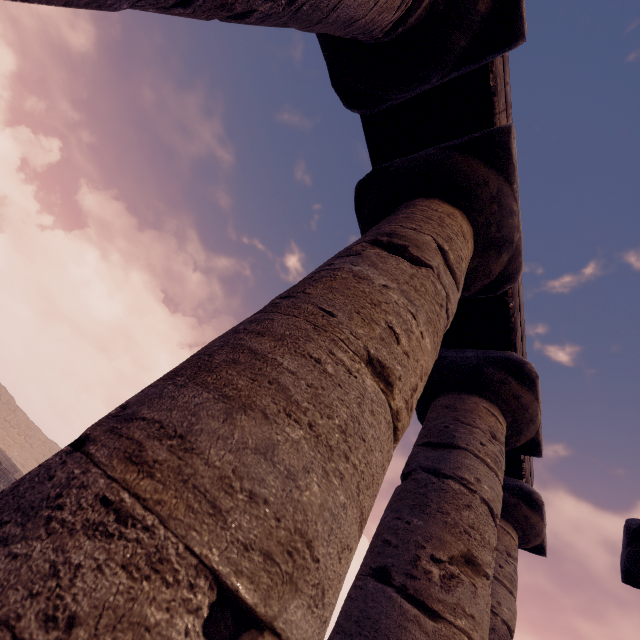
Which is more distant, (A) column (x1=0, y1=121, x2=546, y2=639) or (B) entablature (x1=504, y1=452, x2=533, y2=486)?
(B) entablature (x1=504, y1=452, x2=533, y2=486)

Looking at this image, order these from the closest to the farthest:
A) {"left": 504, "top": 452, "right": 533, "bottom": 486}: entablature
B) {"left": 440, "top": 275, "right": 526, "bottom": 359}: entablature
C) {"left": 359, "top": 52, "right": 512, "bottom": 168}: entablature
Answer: {"left": 359, "top": 52, "right": 512, "bottom": 168}: entablature, {"left": 440, "top": 275, "right": 526, "bottom": 359}: entablature, {"left": 504, "top": 452, "right": 533, "bottom": 486}: entablature

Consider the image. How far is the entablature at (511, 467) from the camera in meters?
4.1 m

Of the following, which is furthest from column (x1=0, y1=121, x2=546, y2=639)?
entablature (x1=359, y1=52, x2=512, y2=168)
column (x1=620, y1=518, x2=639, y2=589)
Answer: column (x1=620, y1=518, x2=639, y2=589)

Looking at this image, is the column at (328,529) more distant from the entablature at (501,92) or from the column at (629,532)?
the column at (629,532)

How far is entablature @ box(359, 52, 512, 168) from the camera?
2.4 meters

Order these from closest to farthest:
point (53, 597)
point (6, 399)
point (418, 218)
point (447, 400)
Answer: point (53, 597) < point (418, 218) < point (447, 400) < point (6, 399)

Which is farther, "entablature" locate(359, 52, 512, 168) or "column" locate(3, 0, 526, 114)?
"entablature" locate(359, 52, 512, 168)
